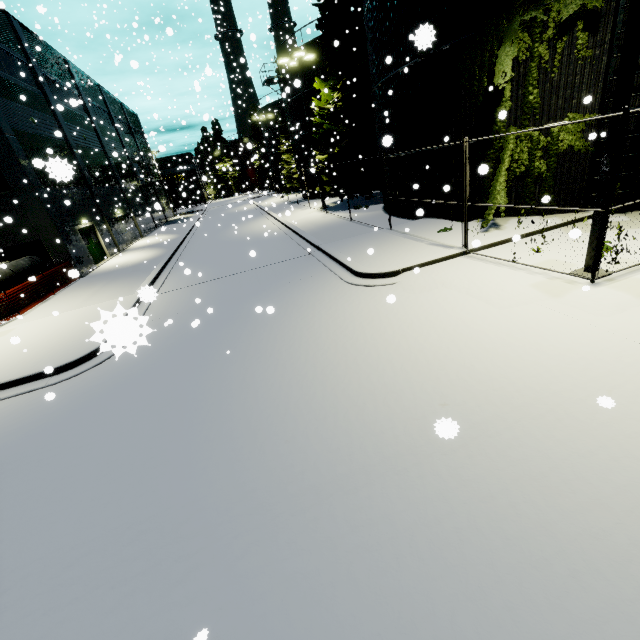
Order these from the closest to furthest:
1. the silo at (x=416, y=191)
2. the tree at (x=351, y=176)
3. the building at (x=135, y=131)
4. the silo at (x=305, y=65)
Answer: the silo at (x=416, y=191)
the building at (x=135, y=131)
the tree at (x=351, y=176)
the silo at (x=305, y=65)

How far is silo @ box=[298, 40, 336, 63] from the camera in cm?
2592

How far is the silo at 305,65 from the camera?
26.81m

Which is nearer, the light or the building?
the light

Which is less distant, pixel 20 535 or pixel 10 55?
pixel 20 535

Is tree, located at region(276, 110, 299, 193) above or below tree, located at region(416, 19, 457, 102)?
below

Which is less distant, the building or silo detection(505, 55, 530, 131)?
silo detection(505, 55, 530, 131)

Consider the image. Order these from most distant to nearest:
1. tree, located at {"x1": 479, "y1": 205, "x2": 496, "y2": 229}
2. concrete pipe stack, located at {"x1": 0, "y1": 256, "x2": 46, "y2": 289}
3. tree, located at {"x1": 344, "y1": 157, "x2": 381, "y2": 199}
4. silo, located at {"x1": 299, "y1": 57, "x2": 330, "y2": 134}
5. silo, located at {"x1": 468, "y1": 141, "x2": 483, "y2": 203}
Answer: silo, located at {"x1": 299, "y1": 57, "x2": 330, "y2": 134} < tree, located at {"x1": 344, "y1": 157, "x2": 381, "y2": 199} < concrete pipe stack, located at {"x1": 0, "y1": 256, "x2": 46, "y2": 289} < silo, located at {"x1": 468, "y1": 141, "x2": 483, "y2": 203} < tree, located at {"x1": 479, "y1": 205, "x2": 496, "y2": 229}
